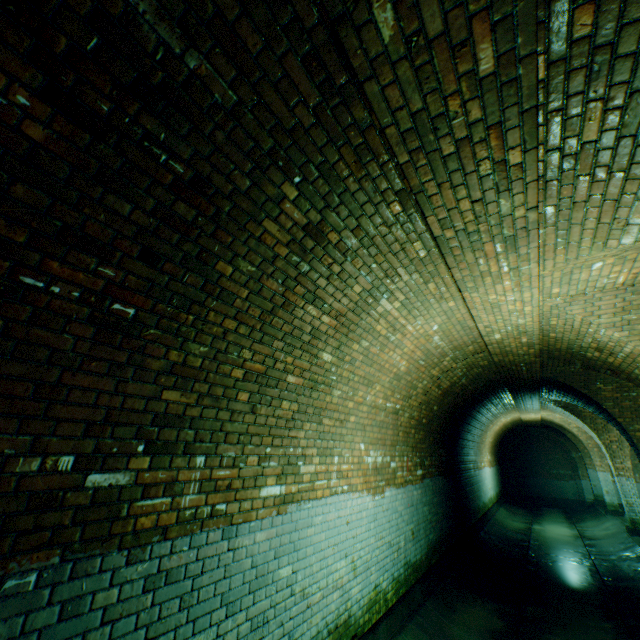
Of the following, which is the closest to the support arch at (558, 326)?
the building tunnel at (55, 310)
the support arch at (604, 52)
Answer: the building tunnel at (55, 310)

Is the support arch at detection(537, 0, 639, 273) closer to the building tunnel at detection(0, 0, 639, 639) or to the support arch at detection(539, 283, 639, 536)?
the building tunnel at detection(0, 0, 639, 639)

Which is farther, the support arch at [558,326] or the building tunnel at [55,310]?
the support arch at [558,326]

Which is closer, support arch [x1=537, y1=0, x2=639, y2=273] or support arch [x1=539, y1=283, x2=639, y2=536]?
support arch [x1=537, y1=0, x2=639, y2=273]

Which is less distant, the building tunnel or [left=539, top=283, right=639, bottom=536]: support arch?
the building tunnel

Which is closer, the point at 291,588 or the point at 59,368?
the point at 59,368

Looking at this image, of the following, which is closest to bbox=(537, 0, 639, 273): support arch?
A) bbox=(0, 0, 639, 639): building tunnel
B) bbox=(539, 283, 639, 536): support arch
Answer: bbox=(0, 0, 639, 639): building tunnel
